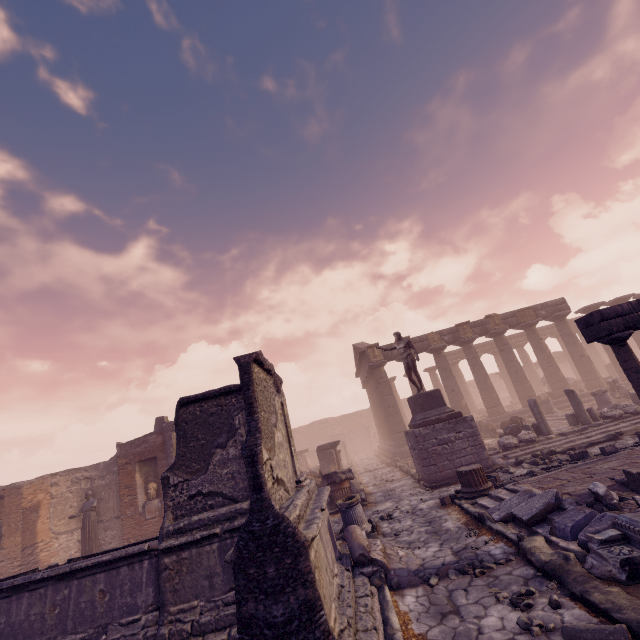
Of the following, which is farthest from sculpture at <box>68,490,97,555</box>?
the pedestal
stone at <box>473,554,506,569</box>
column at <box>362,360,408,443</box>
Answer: column at <box>362,360,408,443</box>

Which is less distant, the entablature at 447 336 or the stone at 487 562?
the stone at 487 562

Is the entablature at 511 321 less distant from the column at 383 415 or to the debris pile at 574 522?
the column at 383 415

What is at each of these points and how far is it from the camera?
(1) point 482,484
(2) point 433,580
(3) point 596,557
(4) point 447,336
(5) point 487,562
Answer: (1) column base, 8.4m
(2) rocks, 5.1m
(3) building debris, 4.2m
(4) entablature, 22.7m
(5) stone, 5.2m

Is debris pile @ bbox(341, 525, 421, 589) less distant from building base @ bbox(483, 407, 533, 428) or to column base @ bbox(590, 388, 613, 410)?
building base @ bbox(483, 407, 533, 428)

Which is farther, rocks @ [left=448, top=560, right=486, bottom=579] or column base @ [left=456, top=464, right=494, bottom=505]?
column base @ [left=456, top=464, right=494, bottom=505]

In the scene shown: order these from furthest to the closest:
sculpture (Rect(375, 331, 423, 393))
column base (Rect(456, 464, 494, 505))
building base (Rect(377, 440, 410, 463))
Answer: building base (Rect(377, 440, 410, 463)), sculpture (Rect(375, 331, 423, 393)), column base (Rect(456, 464, 494, 505))

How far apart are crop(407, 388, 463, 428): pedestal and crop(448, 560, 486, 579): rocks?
7.0 meters
